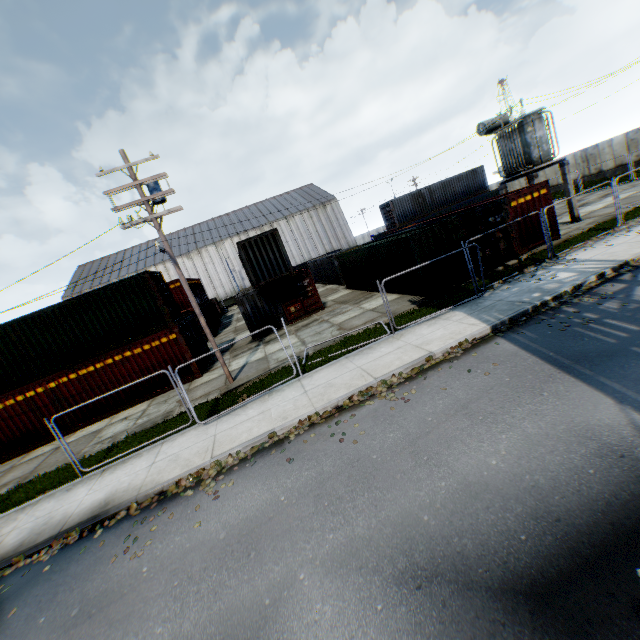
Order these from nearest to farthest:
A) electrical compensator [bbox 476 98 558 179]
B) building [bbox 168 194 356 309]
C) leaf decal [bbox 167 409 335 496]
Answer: leaf decal [bbox 167 409 335 496] → electrical compensator [bbox 476 98 558 179] → building [bbox 168 194 356 309]

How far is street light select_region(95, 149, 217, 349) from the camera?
11.9m

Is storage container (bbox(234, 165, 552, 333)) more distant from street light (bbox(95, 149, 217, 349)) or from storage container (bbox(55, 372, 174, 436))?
storage container (bbox(55, 372, 174, 436))

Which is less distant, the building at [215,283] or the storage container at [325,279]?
the storage container at [325,279]

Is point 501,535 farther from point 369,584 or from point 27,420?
point 27,420

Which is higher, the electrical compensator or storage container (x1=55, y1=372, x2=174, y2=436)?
the electrical compensator

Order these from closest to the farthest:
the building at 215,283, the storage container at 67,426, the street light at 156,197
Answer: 1. the street light at 156,197
2. the storage container at 67,426
3. the building at 215,283
